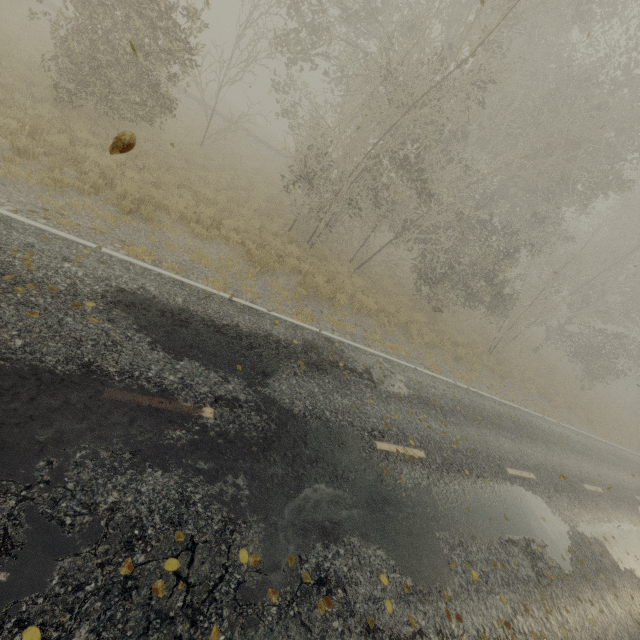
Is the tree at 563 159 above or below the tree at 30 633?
above

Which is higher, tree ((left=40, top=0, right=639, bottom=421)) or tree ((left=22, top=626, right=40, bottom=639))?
tree ((left=40, top=0, right=639, bottom=421))

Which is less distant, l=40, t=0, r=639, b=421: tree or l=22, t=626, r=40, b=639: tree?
l=22, t=626, r=40, b=639: tree

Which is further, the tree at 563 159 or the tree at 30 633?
the tree at 563 159

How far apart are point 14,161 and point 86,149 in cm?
220
